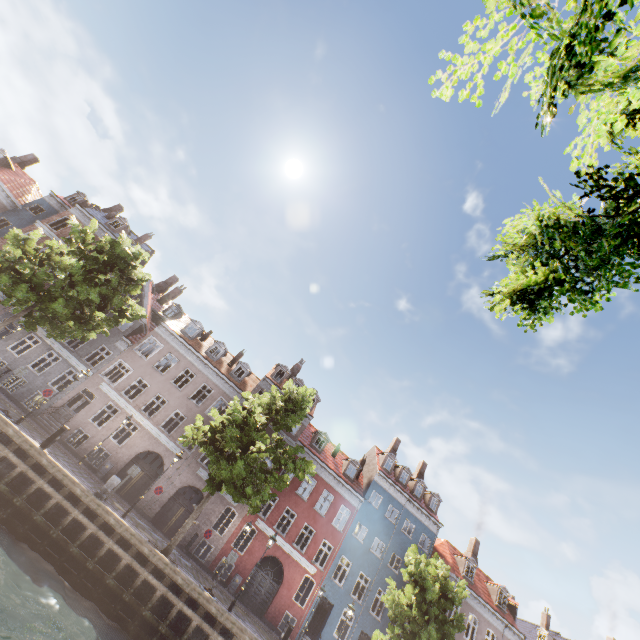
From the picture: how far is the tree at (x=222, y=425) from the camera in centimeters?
1545cm

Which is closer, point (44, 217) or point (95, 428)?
point (95, 428)

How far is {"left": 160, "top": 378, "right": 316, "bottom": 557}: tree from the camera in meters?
15.4 m

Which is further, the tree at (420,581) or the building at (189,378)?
the building at (189,378)

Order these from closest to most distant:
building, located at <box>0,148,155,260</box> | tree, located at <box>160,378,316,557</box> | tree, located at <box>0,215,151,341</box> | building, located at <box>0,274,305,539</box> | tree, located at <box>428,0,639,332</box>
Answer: tree, located at <box>428,0,639,332</box> → tree, located at <box>160,378,316,557</box> → tree, located at <box>0,215,151,341</box> → building, located at <box>0,274,305,539</box> → building, located at <box>0,148,155,260</box>

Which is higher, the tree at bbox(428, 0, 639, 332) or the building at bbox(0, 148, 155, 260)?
the building at bbox(0, 148, 155, 260)

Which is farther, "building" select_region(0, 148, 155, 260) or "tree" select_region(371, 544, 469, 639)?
"building" select_region(0, 148, 155, 260)
